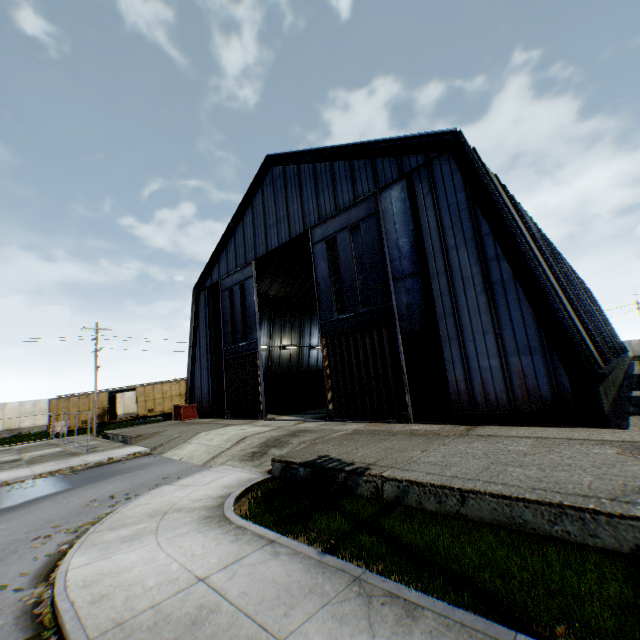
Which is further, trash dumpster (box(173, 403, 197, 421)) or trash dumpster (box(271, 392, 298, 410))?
trash dumpster (box(271, 392, 298, 410))

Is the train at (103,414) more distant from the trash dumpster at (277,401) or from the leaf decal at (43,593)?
the leaf decal at (43,593)

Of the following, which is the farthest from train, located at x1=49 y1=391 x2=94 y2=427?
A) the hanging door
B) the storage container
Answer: the hanging door

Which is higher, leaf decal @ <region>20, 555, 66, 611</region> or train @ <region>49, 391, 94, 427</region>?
train @ <region>49, 391, 94, 427</region>

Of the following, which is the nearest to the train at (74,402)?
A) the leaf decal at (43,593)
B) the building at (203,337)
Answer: the building at (203,337)

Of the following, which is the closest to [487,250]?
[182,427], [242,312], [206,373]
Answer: [242,312]

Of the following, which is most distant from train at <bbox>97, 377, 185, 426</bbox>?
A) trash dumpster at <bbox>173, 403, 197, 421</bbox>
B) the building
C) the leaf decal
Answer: the leaf decal

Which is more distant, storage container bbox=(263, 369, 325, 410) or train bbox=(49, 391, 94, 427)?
train bbox=(49, 391, 94, 427)
